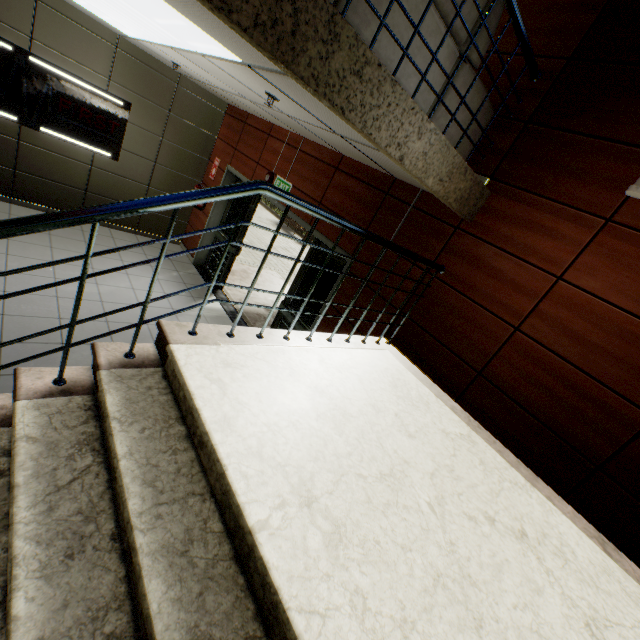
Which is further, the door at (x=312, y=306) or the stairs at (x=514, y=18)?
the door at (x=312, y=306)

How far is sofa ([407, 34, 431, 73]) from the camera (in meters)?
2.06

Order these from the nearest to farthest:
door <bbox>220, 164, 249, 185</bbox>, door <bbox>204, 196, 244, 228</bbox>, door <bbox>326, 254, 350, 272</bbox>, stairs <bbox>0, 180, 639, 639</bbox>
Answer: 1. stairs <bbox>0, 180, 639, 639</bbox>
2. door <bbox>326, 254, 350, 272</bbox>
3. door <bbox>220, 164, 249, 185</bbox>
4. door <bbox>204, 196, 244, 228</bbox>

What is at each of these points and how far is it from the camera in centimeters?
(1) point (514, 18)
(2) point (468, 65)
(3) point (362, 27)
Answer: (1) stairs, 227cm
(2) sofa, 239cm
(3) sofa, 182cm

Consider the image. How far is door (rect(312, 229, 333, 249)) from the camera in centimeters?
430cm

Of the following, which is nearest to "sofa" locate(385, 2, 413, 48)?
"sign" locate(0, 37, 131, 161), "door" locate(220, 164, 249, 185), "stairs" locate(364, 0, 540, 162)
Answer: "stairs" locate(364, 0, 540, 162)

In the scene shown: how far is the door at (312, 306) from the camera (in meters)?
4.30
